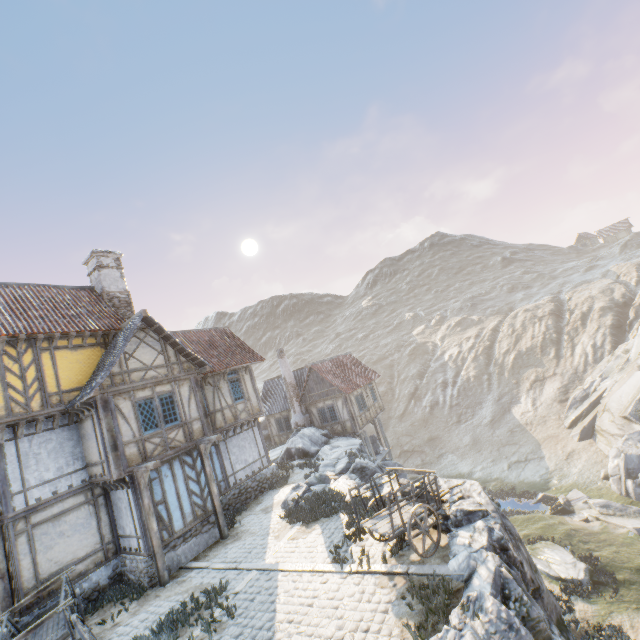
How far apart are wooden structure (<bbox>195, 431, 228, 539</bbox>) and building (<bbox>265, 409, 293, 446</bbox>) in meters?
14.1

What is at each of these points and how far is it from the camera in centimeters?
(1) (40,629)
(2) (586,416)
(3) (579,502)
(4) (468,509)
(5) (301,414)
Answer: (1) wagon, 935cm
(2) rock, 3050cm
(3) rock, 2261cm
(4) rock, 878cm
(5) chimney, 2619cm

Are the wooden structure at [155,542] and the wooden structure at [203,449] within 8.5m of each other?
yes

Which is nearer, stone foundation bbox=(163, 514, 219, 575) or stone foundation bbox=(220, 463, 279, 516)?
stone foundation bbox=(163, 514, 219, 575)

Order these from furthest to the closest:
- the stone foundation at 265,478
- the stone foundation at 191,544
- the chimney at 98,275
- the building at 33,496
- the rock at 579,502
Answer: the rock at 579,502, the chimney at 98,275, the stone foundation at 265,478, the stone foundation at 191,544, the building at 33,496

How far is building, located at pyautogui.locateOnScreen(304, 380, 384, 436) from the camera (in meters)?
24.73

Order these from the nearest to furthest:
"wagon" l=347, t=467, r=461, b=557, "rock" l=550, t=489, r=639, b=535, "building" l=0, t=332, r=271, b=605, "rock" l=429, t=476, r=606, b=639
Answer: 1. "rock" l=429, t=476, r=606, b=639
2. "wagon" l=347, t=467, r=461, b=557
3. "building" l=0, t=332, r=271, b=605
4. "rock" l=550, t=489, r=639, b=535

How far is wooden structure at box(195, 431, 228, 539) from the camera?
13.25m
